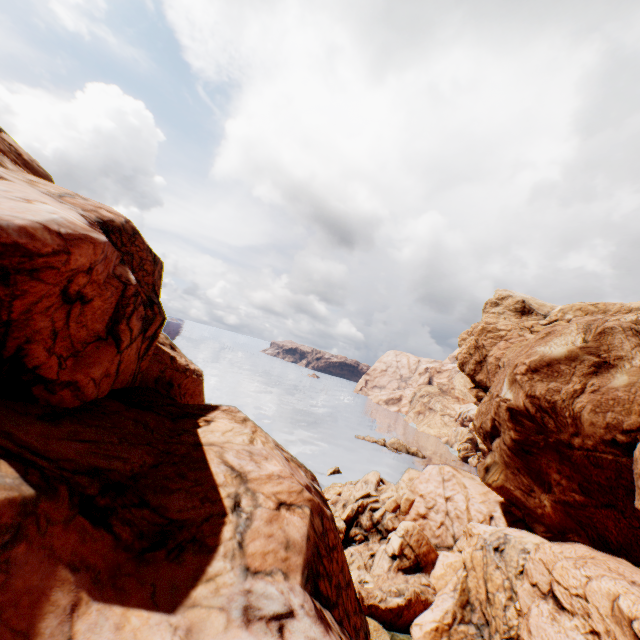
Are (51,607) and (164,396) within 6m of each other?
no
